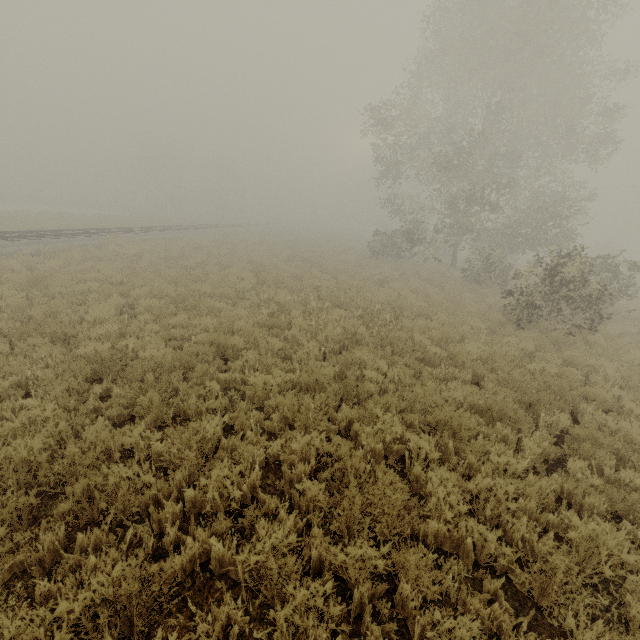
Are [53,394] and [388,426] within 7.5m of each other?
yes
